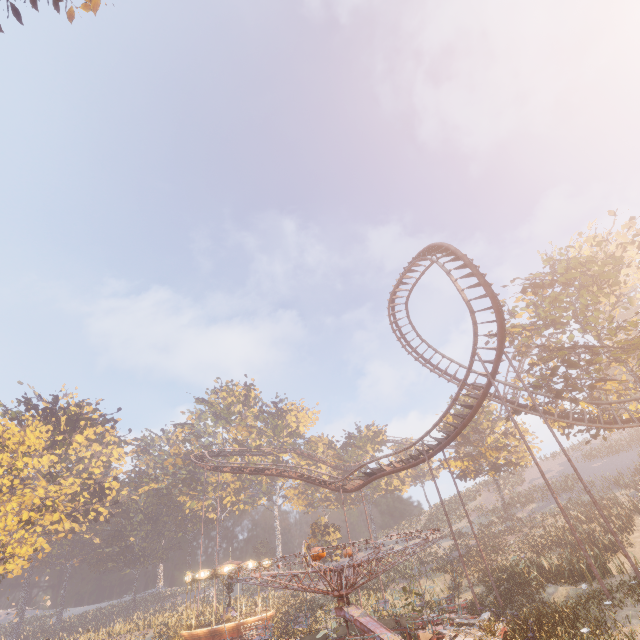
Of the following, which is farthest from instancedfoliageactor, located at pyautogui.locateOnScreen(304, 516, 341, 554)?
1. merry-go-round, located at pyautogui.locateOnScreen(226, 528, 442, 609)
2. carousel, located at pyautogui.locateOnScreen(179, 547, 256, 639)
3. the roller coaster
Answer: merry-go-round, located at pyautogui.locateOnScreen(226, 528, 442, 609)

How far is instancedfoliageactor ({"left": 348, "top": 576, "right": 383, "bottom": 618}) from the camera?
13.30m

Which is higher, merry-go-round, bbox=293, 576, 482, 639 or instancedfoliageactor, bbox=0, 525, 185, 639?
instancedfoliageactor, bbox=0, 525, 185, 639

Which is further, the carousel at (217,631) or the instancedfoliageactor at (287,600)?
the carousel at (217,631)

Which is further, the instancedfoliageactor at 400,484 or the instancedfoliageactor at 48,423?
the instancedfoliageactor at 400,484

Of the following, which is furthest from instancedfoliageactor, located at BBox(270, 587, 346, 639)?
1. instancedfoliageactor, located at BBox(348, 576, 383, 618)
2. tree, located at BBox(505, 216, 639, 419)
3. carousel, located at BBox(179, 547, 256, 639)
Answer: tree, located at BBox(505, 216, 639, 419)

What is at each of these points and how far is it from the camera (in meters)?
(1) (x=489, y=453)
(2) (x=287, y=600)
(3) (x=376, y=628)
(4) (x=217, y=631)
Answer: (1) tree, 36.28
(2) instancedfoliageactor, 35.03
(3) merry-go-round, 12.20
(4) carousel, 24.94

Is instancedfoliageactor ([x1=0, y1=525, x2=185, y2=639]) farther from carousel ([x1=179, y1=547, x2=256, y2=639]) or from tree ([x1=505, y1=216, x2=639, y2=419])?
tree ([x1=505, y1=216, x2=639, y2=419])
